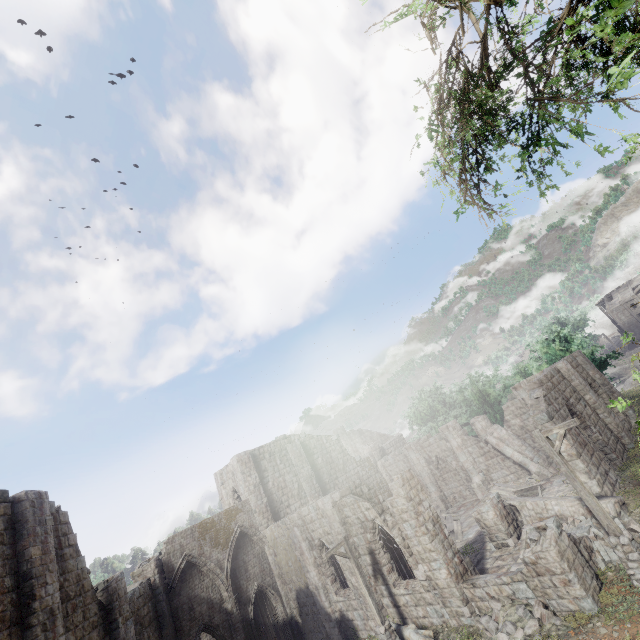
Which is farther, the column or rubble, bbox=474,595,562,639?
the column

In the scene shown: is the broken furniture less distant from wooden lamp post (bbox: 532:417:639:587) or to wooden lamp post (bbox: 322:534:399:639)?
wooden lamp post (bbox: 532:417:639:587)

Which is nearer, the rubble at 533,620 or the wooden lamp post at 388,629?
the rubble at 533,620

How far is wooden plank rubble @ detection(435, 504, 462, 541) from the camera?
20.7m

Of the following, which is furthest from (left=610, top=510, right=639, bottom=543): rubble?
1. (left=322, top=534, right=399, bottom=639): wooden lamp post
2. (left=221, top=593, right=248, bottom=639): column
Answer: (left=221, top=593, right=248, bottom=639): column

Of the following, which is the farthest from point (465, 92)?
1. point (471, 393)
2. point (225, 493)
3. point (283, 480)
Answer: point (471, 393)

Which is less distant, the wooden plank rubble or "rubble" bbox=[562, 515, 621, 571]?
"rubble" bbox=[562, 515, 621, 571]

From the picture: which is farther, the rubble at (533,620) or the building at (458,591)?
the building at (458,591)
